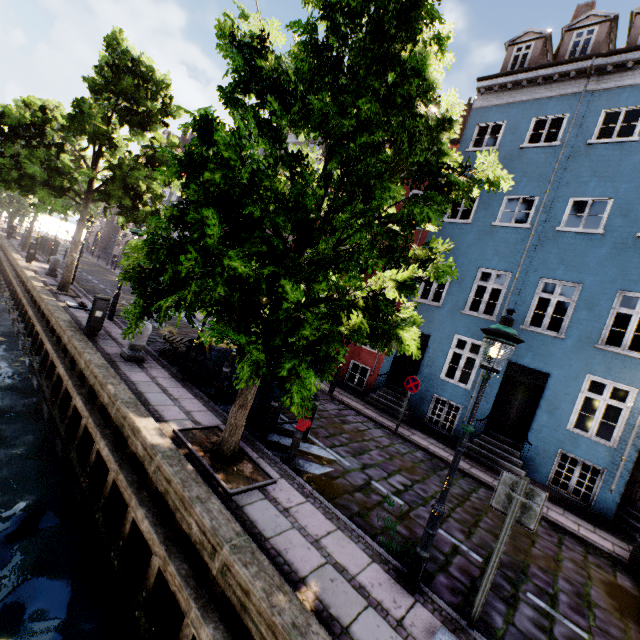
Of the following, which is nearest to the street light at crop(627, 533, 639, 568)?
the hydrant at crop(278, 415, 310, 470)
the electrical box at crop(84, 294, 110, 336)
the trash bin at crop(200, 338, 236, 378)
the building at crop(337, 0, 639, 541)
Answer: the building at crop(337, 0, 639, 541)

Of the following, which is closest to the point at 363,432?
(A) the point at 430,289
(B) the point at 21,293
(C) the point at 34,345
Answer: (A) the point at 430,289

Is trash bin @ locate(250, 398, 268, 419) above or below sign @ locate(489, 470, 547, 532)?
below

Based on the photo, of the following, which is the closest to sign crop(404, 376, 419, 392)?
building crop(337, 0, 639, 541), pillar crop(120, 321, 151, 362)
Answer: building crop(337, 0, 639, 541)

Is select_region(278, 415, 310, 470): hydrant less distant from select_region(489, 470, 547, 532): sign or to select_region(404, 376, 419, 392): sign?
select_region(489, 470, 547, 532): sign

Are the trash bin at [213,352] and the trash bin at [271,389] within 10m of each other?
yes

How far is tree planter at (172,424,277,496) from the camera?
5.1m

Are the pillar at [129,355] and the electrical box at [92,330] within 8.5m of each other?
yes
